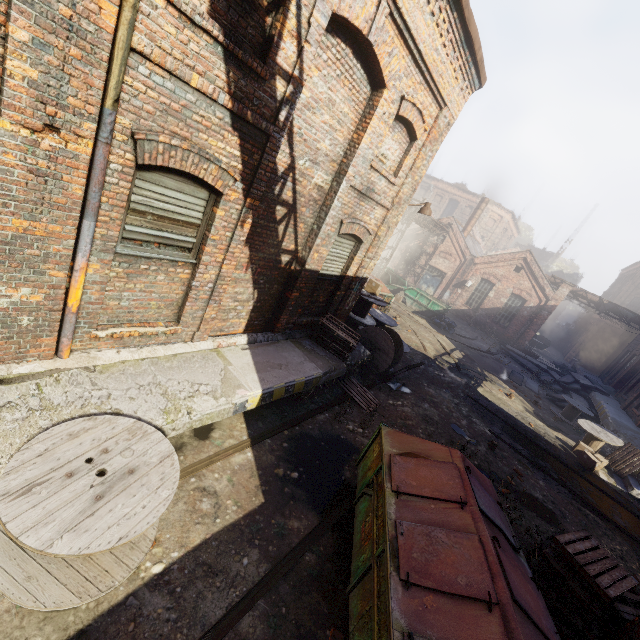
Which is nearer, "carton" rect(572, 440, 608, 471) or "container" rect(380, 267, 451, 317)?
"carton" rect(572, 440, 608, 471)

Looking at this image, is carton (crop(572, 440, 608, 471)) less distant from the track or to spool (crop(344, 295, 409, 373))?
spool (crop(344, 295, 409, 373))

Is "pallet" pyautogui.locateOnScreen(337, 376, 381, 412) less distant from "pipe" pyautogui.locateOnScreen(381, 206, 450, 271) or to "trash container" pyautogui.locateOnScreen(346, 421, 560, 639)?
"trash container" pyautogui.locateOnScreen(346, 421, 560, 639)

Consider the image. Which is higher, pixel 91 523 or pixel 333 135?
pixel 333 135

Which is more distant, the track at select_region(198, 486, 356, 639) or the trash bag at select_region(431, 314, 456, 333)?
the trash bag at select_region(431, 314, 456, 333)

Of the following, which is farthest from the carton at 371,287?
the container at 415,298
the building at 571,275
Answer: the building at 571,275

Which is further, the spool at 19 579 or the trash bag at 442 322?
the trash bag at 442 322

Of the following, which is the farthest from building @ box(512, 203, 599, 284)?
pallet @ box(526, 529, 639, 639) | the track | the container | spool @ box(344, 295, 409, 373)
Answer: the track
